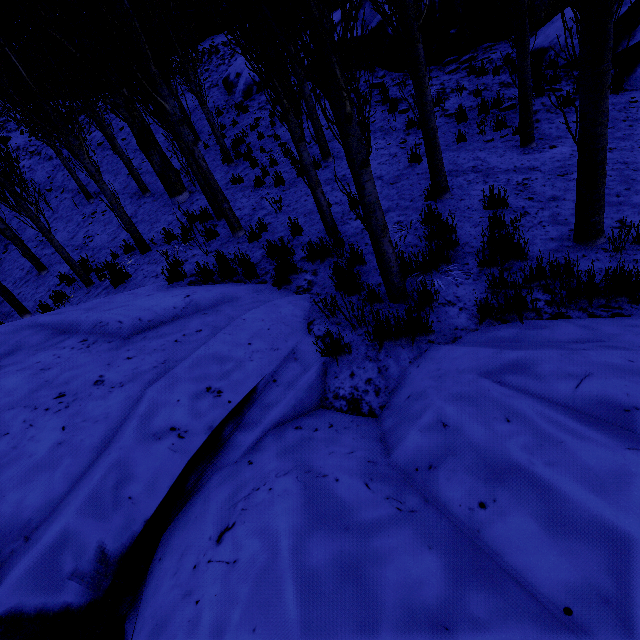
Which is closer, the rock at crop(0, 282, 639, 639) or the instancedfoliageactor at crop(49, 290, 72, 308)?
the rock at crop(0, 282, 639, 639)

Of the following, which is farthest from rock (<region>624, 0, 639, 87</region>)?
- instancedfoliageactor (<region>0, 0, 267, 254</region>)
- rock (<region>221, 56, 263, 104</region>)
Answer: rock (<region>221, 56, 263, 104</region>)

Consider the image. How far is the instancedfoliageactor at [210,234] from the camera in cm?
648

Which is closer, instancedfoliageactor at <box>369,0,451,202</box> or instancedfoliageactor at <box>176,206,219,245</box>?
instancedfoliageactor at <box>369,0,451,202</box>

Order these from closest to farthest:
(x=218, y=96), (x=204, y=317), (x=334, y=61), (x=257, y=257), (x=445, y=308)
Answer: Result: (x=334, y=61), (x=445, y=308), (x=204, y=317), (x=257, y=257), (x=218, y=96)

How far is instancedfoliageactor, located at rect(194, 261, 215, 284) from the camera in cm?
559
